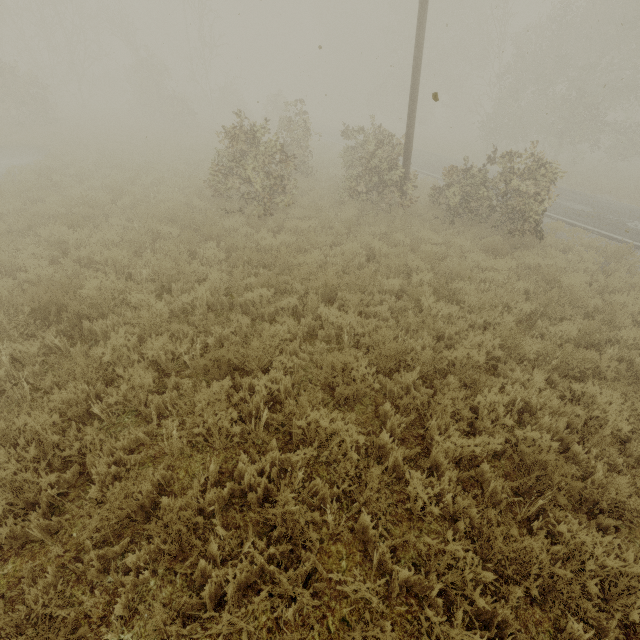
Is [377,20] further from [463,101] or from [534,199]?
[534,199]

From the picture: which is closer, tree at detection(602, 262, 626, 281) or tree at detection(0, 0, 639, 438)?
tree at detection(0, 0, 639, 438)

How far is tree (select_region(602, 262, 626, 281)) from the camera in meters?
7.9

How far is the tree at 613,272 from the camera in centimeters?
794cm

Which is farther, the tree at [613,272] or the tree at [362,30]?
the tree at [613,272]
